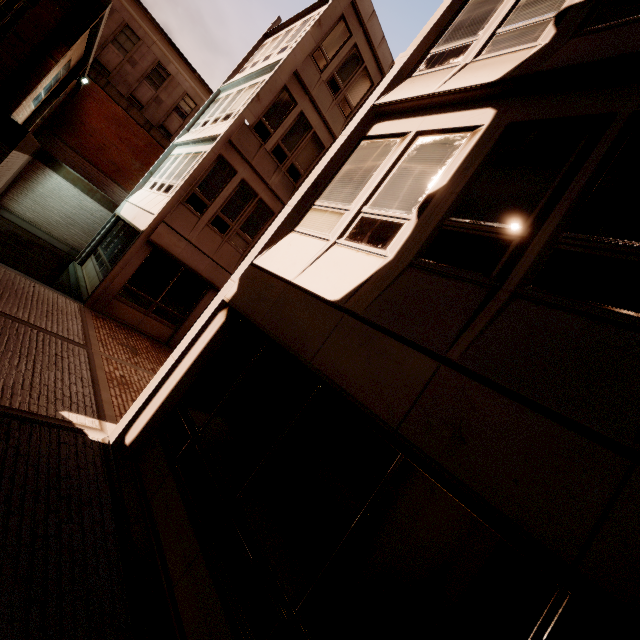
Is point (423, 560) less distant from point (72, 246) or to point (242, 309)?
point (242, 309)
